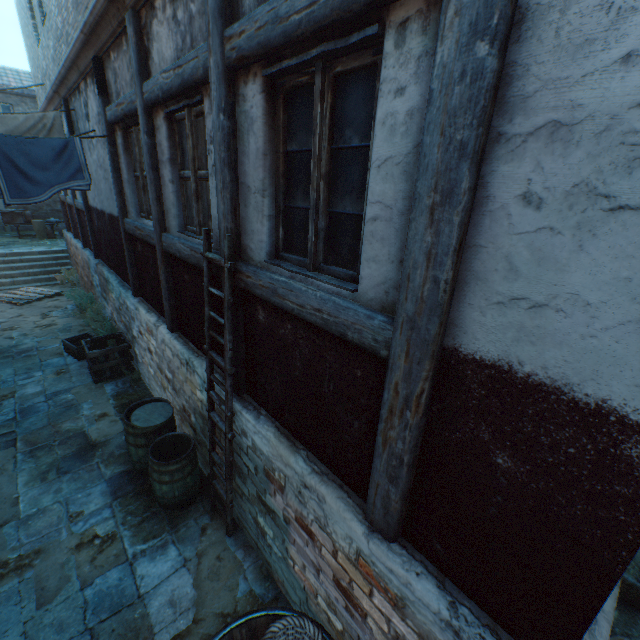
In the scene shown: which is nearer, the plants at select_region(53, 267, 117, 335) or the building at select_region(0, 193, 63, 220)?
the plants at select_region(53, 267, 117, 335)

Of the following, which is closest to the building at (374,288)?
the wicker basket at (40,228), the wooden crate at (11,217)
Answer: the wooden crate at (11,217)

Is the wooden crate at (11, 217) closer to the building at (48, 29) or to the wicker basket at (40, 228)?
the wicker basket at (40, 228)

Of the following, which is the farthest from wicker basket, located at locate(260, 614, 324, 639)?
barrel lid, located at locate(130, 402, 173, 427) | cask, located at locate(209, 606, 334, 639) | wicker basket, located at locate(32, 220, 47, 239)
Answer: wicker basket, located at locate(32, 220, 47, 239)

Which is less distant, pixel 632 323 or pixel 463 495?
pixel 632 323

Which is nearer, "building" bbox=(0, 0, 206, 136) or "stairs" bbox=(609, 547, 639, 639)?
"stairs" bbox=(609, 547, 639, 639)

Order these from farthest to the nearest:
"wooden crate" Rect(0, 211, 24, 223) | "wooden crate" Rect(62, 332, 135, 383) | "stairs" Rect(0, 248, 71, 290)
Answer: "wooden crate" Rect(0, 211, 24, 223) < "stairs" Rect(0, 248, 71, 290) < "wooden crate" Rect(62, 332, 135, 383)

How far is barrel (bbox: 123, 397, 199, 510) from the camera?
4.0 meters
